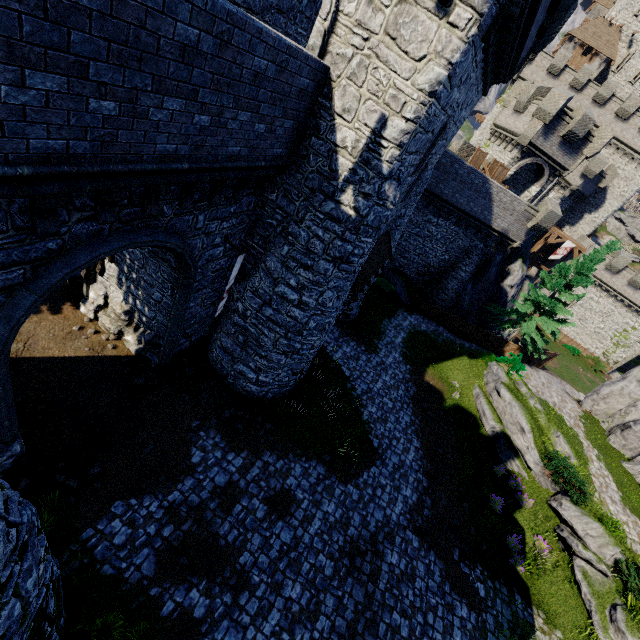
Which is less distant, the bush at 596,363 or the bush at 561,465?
the bush at 561,465

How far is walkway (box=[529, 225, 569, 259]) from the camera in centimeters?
3834cm

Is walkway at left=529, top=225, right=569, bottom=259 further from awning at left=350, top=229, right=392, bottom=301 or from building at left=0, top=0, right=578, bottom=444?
awning at left=350, top=229, right=392, bottom=301

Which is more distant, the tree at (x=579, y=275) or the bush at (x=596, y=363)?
the bush at (x=596, y=363)

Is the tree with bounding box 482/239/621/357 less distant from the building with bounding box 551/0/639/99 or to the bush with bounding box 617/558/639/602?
the bush with bounding box 617/558/639/602

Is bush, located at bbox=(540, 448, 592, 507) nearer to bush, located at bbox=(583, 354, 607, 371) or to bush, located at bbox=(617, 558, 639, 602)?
bush, located at bbox=(617, 558, 639, 602)

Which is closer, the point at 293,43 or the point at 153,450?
the point at 293,43

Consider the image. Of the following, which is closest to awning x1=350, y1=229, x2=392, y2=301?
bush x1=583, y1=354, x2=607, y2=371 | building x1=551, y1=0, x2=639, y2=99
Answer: bush x1=583, y1=354, x2=607, y2=371
